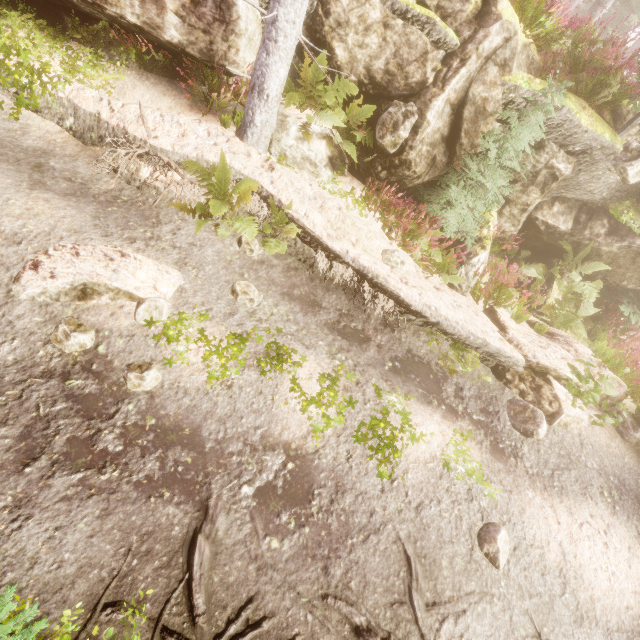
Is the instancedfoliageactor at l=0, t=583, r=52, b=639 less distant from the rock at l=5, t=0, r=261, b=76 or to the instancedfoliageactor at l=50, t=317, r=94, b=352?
the rock at l=5, t=0, r=261, b=76

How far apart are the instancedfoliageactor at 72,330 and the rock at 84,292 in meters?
0.2

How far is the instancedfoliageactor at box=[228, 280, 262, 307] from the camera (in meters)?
4.86

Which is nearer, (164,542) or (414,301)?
(164,542)

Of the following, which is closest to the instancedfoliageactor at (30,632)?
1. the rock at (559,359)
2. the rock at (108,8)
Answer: the rock at (108,8)

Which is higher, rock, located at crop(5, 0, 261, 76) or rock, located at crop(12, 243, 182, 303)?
rock, located at crop(5, 0, 261, 76)

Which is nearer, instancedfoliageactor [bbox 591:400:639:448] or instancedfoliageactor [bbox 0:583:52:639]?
instancedfoliageactor [bbox 0:583:52:639]

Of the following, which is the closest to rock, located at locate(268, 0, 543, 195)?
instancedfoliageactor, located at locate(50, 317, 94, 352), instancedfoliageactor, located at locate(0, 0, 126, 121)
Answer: instancedfoliageactor, located at locate(0, 0, 126, 121)
